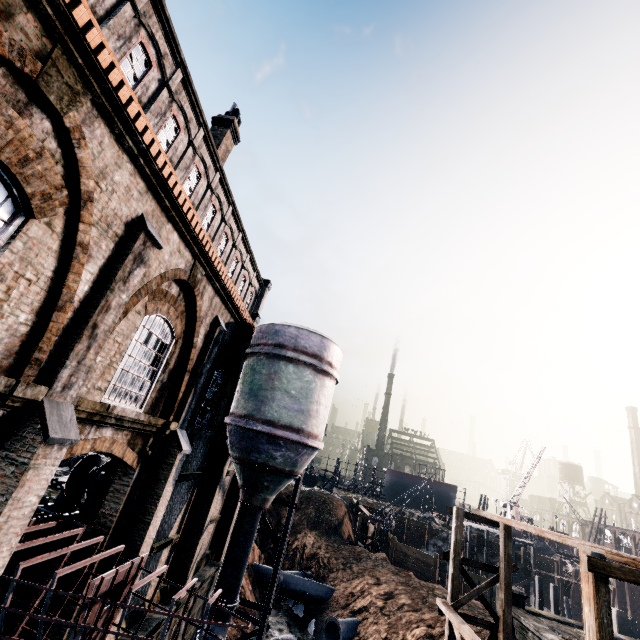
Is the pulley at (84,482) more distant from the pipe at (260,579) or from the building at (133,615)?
the pipe at (260,579)

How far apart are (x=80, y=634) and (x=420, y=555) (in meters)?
33.60

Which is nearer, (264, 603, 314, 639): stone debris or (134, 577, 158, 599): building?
(134, 577, 158, 599): building

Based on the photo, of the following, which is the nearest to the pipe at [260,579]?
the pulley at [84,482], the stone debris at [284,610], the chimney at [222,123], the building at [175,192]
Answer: the stone debris at [284,610]

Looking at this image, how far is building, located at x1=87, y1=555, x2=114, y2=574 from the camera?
9.2m

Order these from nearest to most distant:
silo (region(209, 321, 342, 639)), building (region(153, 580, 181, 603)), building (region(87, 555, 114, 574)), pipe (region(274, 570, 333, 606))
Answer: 1. building (region(87, 555, 114, 574))
2. building (region(153, 580, 181, 603))
3. silo (region(209, 321, 342, 639))
4. pipe (region(274, 570, 333, 606))

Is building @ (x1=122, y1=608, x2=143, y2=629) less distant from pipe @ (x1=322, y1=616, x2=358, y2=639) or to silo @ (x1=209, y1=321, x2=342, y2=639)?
silo @ (x1=209, y1=321, x2=342, y2=639)

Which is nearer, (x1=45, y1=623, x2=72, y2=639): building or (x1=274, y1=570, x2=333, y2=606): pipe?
(x1=45, y1=623, x2=72, y2=639): building
